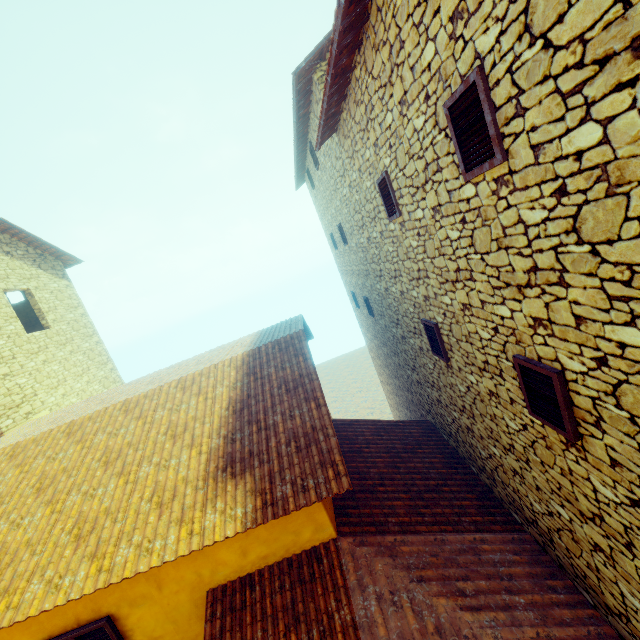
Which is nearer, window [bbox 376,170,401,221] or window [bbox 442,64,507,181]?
window [bbox 442,64,507,181]

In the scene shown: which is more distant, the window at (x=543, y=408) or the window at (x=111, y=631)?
the window at (x=111, y=631)

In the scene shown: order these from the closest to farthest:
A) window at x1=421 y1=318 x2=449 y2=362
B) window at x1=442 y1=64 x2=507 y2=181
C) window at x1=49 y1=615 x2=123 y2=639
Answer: window at x1=442 y1=64 x2=507 y2=181 → window at x1=49 y1=615 x2=123 y2=639 → window at x1=421 y1=318 x2=449 y2=362

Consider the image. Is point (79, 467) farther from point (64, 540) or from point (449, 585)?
point (449, 585)
